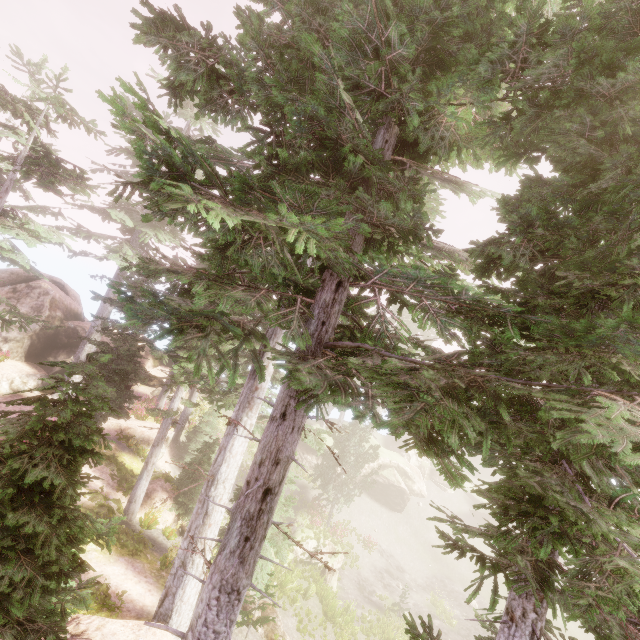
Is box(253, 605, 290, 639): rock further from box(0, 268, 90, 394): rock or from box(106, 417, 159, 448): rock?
box(0, 268, 90, 394): rock

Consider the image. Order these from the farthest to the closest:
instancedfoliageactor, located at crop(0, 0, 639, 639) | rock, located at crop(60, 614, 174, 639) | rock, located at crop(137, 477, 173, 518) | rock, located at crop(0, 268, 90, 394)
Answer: rock, located at crop(0, 268, 90, 394) < rock, located at crop(137, 477, 173, 518) < rock, located at crop(60, 614, 174, 639) < instancedfoliageactor, located at crop(0, 0, 639, 639)

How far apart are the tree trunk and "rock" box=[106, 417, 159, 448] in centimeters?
1316cm

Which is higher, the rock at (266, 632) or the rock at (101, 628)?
the rock at (101, 628)

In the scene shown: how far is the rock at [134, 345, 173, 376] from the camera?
28.4 meters

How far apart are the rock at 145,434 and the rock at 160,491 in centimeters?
409cm

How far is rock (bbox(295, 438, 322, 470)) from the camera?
33.0m

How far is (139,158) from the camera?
3.21m
